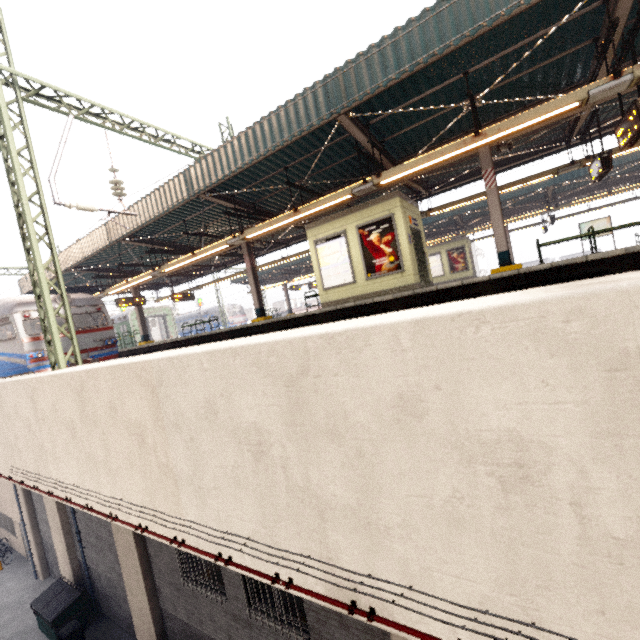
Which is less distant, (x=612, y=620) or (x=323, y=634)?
(x=612, y=620)

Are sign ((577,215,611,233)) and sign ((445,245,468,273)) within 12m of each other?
yes

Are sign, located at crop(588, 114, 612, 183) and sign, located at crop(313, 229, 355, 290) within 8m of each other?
yes

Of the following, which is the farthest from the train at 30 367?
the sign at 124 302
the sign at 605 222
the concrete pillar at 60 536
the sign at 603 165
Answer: the sign at 605 222

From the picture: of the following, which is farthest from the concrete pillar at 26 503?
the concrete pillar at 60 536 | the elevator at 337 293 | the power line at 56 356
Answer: the elevator at 337 293

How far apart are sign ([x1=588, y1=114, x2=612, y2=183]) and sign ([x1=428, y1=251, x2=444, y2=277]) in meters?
13.3 m

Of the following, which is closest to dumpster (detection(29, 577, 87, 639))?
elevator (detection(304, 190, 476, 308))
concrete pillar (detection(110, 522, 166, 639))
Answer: concrete pillar (detection(110, 522, 166, 639))

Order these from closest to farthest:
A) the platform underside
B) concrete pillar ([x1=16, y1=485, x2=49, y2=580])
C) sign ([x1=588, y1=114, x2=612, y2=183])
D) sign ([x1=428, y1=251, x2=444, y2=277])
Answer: the platform underside < sign ([x1=588, y1=114, x2=612, y2=183]) < concrete pillar ([x1=16, y1=485, x2=49, y2=580]) < sign ([x1=428, y1=251, x2=444, y2=277])
